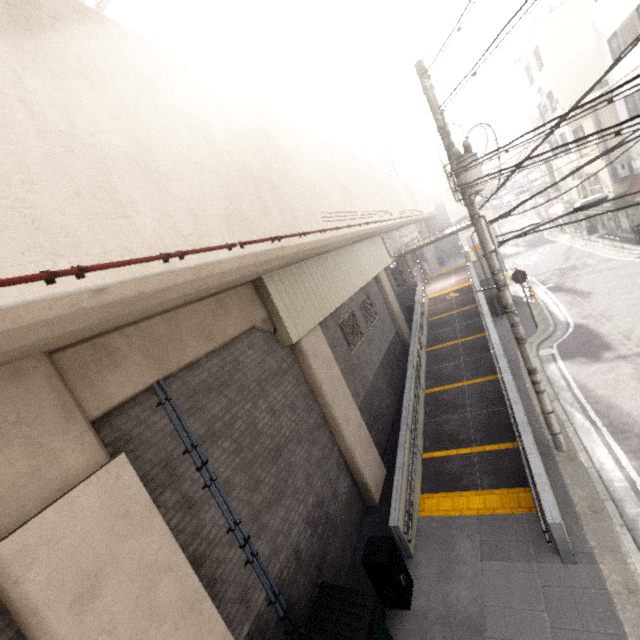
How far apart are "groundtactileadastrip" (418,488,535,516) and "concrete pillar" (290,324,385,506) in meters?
1.2 m

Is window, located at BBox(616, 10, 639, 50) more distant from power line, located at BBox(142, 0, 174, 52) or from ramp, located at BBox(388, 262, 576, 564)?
power line, located at BBox(142, 0, 174, 52)

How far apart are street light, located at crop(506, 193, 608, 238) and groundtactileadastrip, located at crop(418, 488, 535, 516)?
5.3m

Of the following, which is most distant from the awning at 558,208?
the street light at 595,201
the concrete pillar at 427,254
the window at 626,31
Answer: the street light at 595,201

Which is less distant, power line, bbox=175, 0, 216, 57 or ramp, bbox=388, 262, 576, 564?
ramp, bbox=388, 262, 576, 564

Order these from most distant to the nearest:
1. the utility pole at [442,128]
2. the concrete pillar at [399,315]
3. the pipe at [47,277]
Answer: the concrete pillar at [399,315], the utility pole at [442,128], the pipe at [47,277]

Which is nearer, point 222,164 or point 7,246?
point 7,246

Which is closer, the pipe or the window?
the pipe
